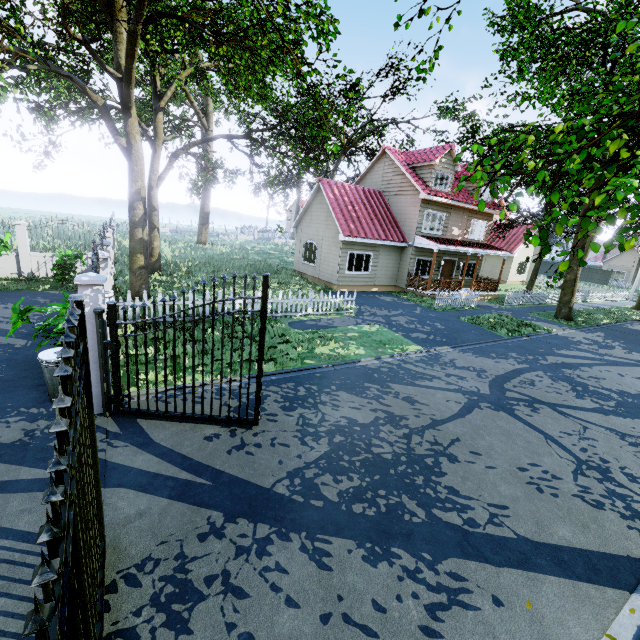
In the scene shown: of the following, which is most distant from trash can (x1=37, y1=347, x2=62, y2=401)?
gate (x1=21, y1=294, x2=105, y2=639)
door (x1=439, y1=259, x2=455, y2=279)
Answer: door (x1=439, y1=259, x2=455, y2=279)

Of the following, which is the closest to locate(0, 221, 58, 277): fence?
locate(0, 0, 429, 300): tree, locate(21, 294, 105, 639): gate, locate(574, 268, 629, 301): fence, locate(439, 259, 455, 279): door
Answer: locate(0, 0, 429, 300): tree

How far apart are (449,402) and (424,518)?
3.9m

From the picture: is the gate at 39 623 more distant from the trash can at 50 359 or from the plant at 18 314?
the plant at 18 314

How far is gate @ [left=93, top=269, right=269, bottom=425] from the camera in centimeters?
542cm

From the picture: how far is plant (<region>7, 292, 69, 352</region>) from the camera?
6.6m

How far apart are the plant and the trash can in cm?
57

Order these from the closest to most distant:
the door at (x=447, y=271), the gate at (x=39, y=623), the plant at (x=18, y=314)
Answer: the gate at (x=39, y=623)
the plant at (x=18, y=314)
the door at (x=447, y=271)
